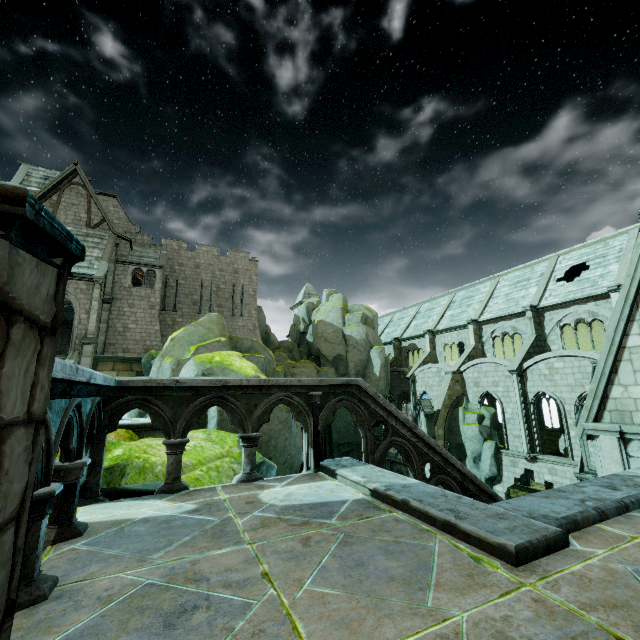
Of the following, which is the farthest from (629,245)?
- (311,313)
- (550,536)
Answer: (311,313)

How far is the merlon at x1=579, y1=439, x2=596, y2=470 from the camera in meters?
16.4

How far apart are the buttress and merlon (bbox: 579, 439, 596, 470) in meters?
11.0 m

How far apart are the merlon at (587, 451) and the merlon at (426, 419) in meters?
11.0

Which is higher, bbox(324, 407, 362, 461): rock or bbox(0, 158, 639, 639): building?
bbox(0, 158, 639, 639): building

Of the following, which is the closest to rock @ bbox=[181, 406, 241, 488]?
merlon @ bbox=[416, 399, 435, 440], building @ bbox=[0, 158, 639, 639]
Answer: building @ bbox=[0, 158, 639, 639]

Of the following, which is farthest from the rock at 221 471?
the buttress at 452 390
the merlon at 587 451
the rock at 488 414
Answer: the buttress at 452 390

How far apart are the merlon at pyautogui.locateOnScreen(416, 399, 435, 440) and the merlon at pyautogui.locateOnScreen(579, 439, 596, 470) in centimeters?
1098cm
